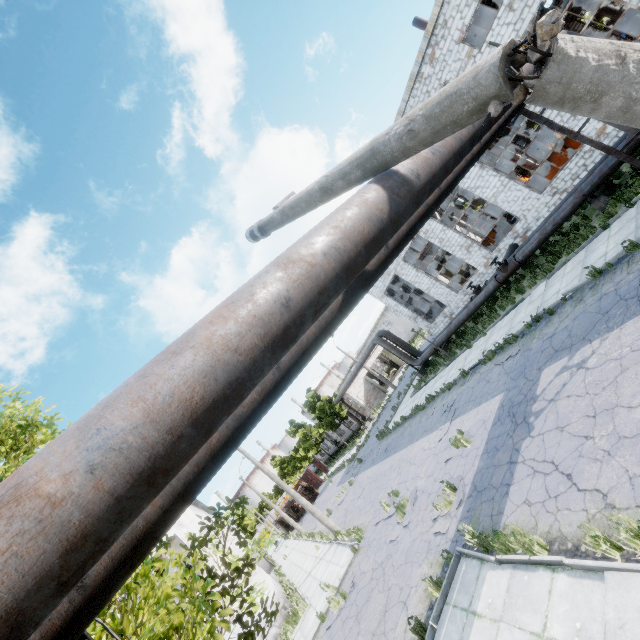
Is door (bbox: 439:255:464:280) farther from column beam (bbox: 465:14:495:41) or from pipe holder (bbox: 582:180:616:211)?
pipe holder (bbox: 582:180:616:211)

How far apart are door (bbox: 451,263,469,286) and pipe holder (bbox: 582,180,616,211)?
22.1 meters

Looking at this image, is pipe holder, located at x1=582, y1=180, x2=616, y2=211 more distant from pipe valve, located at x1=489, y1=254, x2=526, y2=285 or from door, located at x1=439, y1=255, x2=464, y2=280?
door, located at x1=439, y1=255, x2=464, y2=280

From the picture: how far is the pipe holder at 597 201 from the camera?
13.0m

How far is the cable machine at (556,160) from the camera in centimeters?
1823cm

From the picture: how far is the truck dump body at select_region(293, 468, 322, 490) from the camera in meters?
50.0 m

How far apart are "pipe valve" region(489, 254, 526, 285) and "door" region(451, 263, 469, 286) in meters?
18.6 m

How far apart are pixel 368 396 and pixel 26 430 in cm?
4255
